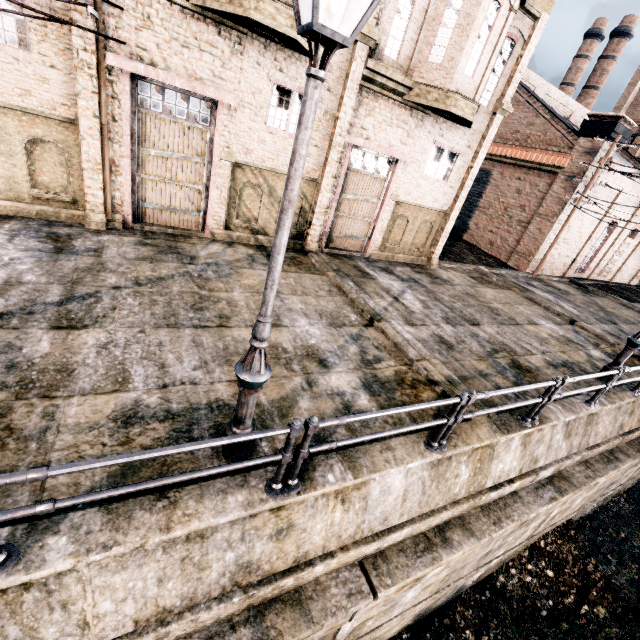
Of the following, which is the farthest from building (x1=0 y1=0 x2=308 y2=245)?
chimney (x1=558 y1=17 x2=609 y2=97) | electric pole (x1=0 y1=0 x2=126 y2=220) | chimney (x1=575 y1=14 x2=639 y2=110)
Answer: chimney (x1=575 y1=14 x2=639 y2=110)

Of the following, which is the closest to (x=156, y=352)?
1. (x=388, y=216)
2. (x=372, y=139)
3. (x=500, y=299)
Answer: (x=372, y=139)

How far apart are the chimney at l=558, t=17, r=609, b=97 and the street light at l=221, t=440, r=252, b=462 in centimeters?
6706cm

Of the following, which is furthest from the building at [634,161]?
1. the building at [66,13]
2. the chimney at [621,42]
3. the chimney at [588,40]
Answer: the chimney at [621,42]

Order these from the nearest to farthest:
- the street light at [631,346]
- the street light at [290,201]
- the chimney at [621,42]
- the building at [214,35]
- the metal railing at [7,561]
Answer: the street light at [290,201]
the metal railing at [7,561]
the building at [214,35]
the street light at [631,346]
the chimney at [621,42]

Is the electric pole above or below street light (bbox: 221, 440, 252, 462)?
above

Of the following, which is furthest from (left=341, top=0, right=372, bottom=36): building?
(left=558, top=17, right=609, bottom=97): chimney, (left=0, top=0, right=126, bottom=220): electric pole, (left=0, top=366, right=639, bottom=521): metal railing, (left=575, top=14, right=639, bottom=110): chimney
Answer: (left=575, top=14, right=639, bottom=110): chimney

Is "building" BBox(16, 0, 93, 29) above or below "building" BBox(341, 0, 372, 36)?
below
